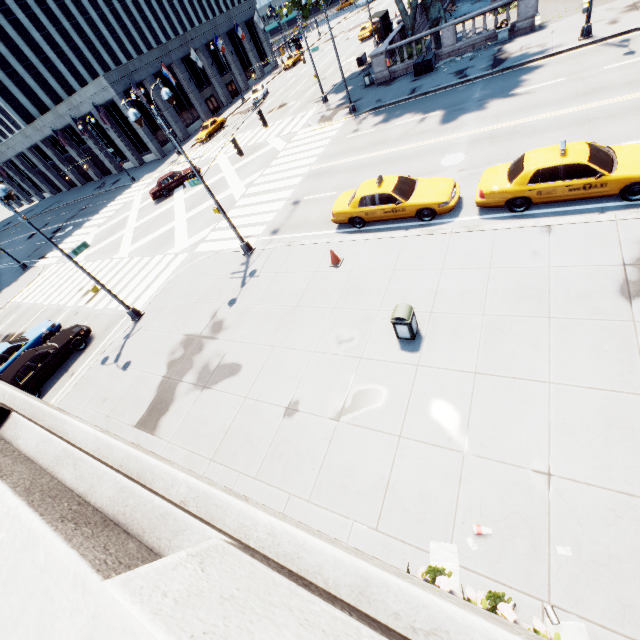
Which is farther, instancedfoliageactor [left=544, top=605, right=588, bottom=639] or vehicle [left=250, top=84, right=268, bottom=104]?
vehicle [left=250, top=84, right=268, bottom=104]

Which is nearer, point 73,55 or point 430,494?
point 430,494

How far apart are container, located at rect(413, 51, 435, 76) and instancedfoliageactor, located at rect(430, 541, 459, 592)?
29.9 meters

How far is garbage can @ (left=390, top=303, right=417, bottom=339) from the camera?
8.6 meters

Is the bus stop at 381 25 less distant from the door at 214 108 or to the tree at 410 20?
the tree at 410 20

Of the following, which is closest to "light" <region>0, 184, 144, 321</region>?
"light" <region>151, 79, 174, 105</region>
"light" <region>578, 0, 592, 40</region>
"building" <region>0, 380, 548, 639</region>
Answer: "light" <region>151, 79, 174, 105</region>

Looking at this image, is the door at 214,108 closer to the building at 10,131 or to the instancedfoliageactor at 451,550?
the building at 10,131

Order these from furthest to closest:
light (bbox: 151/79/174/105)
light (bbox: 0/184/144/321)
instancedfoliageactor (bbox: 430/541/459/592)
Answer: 1. light (bbox: 151/79/174/105)
2. light (bbox: 0/184/144/321)
3. instancedfoliageactor (bbox: 430/541/459/592)
